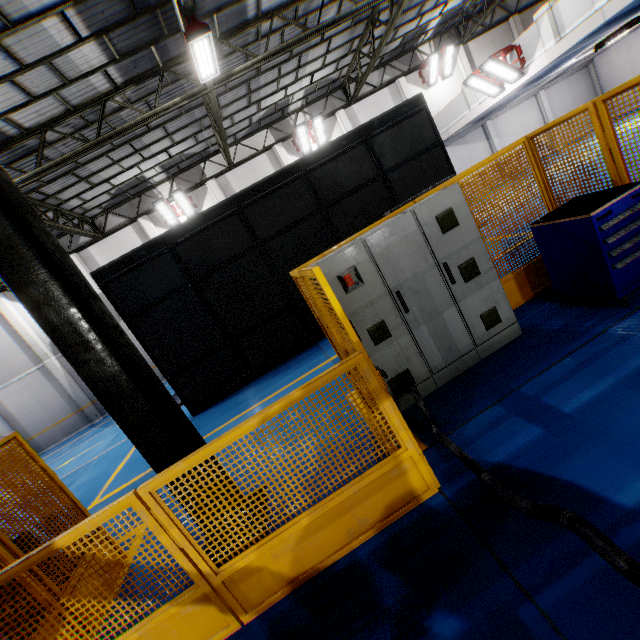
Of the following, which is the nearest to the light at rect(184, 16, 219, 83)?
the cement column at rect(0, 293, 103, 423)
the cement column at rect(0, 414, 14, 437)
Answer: the cement column at rect(0, 293, 103, 423)

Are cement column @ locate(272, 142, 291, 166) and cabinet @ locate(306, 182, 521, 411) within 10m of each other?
no

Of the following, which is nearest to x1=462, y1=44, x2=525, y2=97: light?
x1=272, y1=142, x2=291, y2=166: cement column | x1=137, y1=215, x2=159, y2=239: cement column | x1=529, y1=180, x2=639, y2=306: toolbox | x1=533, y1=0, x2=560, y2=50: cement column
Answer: x1=533, y1=0, x2=560, y2=50: cement column

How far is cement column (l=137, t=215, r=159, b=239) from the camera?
16.56m

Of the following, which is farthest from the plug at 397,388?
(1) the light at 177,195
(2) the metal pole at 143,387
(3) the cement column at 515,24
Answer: (3) the cement column at 515,24

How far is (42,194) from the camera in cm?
1221

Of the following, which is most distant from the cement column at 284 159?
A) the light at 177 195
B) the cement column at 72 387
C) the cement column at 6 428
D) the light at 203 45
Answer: the cement column at 6 428

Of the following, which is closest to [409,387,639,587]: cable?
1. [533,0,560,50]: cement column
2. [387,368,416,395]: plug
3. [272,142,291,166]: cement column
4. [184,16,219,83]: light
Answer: [387,368,416,395]: plug
